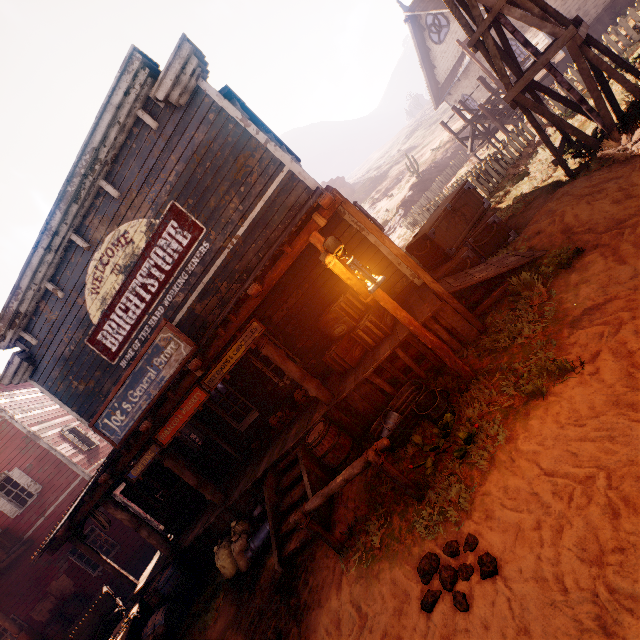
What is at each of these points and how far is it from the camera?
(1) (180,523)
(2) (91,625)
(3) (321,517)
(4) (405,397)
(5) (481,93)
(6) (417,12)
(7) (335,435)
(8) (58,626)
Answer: (1) metal tub, 9.6 meters
(2) carraige, 9.0 meters
(3) building, 5.4 meters
(4) metal tub, 6.0 meters
(5) building, 23.4 meters
(6) building, 20.6 meters
(7) barrel, 6.0 meters
(8) barrel, 11.9 meters

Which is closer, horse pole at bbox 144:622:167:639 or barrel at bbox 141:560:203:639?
horse pole at bbox 144:622:167:639

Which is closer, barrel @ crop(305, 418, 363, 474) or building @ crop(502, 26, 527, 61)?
barrel @ crop(305, 418, 363, 474)

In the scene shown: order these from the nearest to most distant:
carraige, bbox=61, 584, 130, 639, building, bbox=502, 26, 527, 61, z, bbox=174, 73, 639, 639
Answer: z, bbox=174, 73, 639, 639 < carraige, bbox=61, 584, 130, 639 < building, bbox=502, 26, 527, 61

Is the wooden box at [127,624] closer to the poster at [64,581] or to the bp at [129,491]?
the bp at [129,491]

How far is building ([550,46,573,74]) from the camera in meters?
17.1 m

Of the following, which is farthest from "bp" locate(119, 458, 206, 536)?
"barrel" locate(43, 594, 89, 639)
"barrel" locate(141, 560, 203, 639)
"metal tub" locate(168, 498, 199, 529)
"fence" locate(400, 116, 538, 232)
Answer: "fence" locate(400, 116, 538, 232)

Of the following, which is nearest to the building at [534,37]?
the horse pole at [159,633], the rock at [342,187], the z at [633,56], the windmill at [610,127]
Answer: the z at [633,56]
